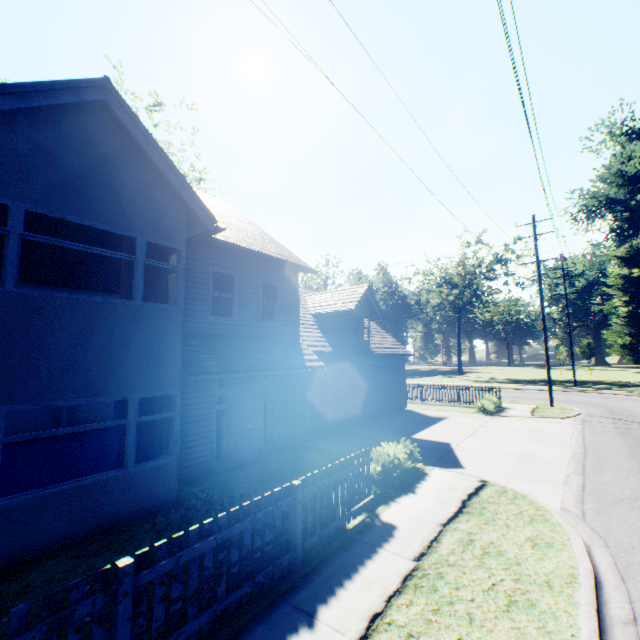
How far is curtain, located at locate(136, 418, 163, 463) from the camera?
7.2 meters

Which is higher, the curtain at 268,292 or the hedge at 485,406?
the curtain at 268,292

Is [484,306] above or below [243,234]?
above

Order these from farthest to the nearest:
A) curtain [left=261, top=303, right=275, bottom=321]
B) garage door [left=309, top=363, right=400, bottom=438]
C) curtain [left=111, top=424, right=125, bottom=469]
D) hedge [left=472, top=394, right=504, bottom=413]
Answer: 1. hedge [left=472, top=394, right=504, bottom=413]
2. garage door [left=309, top=363, right=400, bottom=438]
3. curtain [left=261, top=303, right=275, bottom=321]
4. curtain [left=111, top=424, right=125, bottom=469]

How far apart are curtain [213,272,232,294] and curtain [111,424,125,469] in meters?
2.9 m

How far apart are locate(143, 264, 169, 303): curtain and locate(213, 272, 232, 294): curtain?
1.65m

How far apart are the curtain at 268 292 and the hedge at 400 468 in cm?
592
